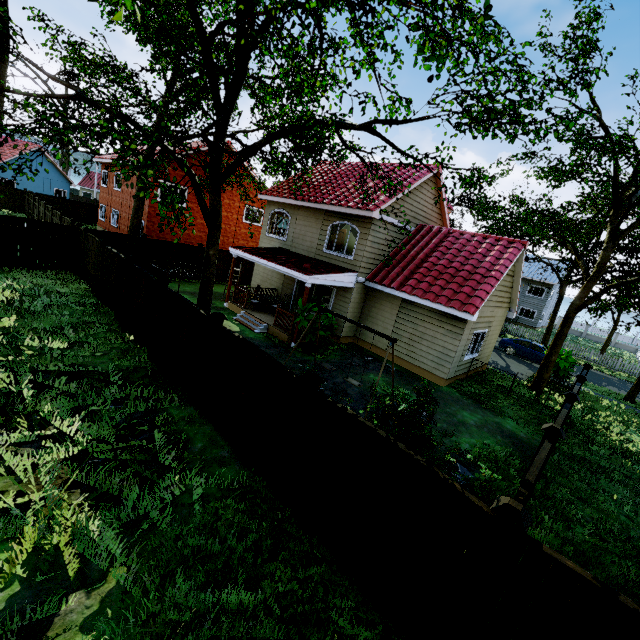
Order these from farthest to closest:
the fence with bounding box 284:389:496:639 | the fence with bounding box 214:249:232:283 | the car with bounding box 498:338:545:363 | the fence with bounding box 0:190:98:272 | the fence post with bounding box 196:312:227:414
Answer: the car with bounding box 498:338:545:363
the fence with bounding box 214:249:232:283
the fence with bounding box 0:190:98:272
the fence post with bounding box 196:312:227:414
the fence with bounding box 284:389:496:639

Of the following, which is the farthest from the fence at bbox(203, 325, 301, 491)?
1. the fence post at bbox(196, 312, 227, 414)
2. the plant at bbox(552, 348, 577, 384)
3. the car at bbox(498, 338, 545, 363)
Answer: the car at bbox(498, 338, 545, 363)

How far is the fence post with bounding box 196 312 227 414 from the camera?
7.0m

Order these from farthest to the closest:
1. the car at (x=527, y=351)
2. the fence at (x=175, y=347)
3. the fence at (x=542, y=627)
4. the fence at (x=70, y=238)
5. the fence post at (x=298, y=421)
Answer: the car at (x=527, y=351)
the fence at (x=70, y=238)
the fence at (x=175, y=347)
the fence post at (x=298, y=421)
the fence at (x=542, y=627)

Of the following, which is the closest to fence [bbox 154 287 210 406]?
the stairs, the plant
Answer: the stairs

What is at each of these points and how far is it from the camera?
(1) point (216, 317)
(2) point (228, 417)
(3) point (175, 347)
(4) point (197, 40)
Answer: (1) fence post, 6.9 meters
(2) fence, 6.8 meters
(3) fence, 8.5 meters
(4) tree, 9.2 meters

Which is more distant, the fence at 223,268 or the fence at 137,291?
the fence at 223,268

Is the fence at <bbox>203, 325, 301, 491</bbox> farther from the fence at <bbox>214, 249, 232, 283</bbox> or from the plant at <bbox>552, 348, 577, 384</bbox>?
the plant at <bbox>552, 348, 577, 384</bbox>
